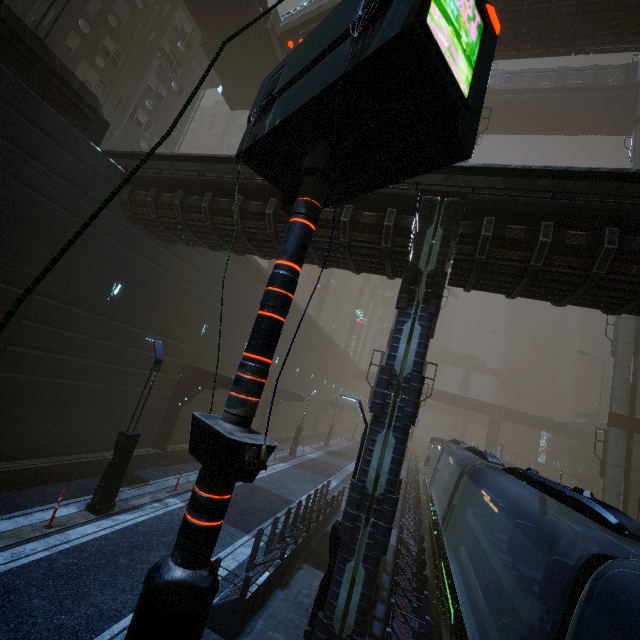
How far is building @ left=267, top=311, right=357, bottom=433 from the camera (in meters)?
33.38

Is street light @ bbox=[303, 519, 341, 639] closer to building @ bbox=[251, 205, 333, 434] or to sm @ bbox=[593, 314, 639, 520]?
building @ bbox=[251, 205, 333, 434]

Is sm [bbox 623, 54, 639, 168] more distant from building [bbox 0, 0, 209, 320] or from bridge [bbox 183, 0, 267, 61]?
bridge [bbox 183, 0, 267, 61]

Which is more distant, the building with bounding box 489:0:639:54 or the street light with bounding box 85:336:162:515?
the building with bounding box 489:0:639:54

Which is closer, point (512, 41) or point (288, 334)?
point (512, 41)

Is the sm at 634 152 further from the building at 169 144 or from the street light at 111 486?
the street light at 111 486

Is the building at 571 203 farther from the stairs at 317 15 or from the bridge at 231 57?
the stairs at 317 15
